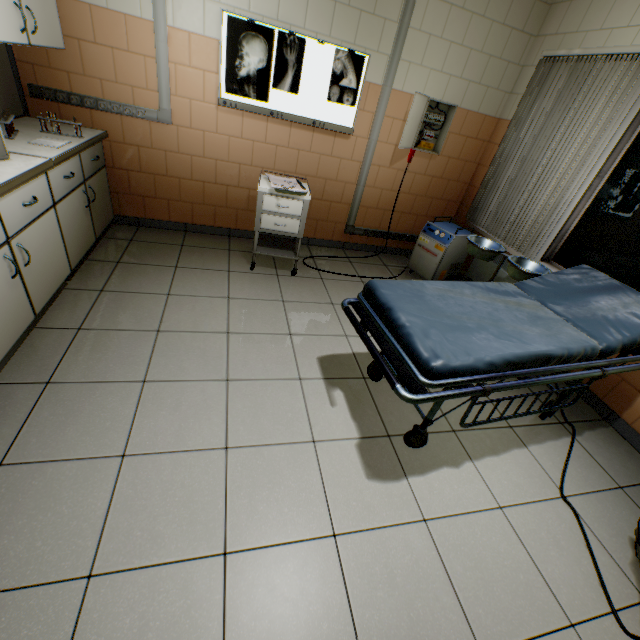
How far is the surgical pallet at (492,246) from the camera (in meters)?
2.84

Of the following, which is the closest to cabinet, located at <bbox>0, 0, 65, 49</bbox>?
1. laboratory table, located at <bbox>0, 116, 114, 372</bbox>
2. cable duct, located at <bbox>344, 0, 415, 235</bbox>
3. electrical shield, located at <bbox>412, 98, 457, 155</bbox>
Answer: laboratory table, located at <bbox>0, 116, 114, 372</bbox>

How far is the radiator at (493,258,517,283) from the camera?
3.40m

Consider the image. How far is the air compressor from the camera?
3.7 meters

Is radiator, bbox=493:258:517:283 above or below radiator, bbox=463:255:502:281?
above

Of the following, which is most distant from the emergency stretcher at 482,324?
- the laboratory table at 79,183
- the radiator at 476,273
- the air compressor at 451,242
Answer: the laboratory table at 79,183

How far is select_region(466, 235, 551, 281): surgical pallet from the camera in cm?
284

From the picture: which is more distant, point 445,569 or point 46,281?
point 46,281
